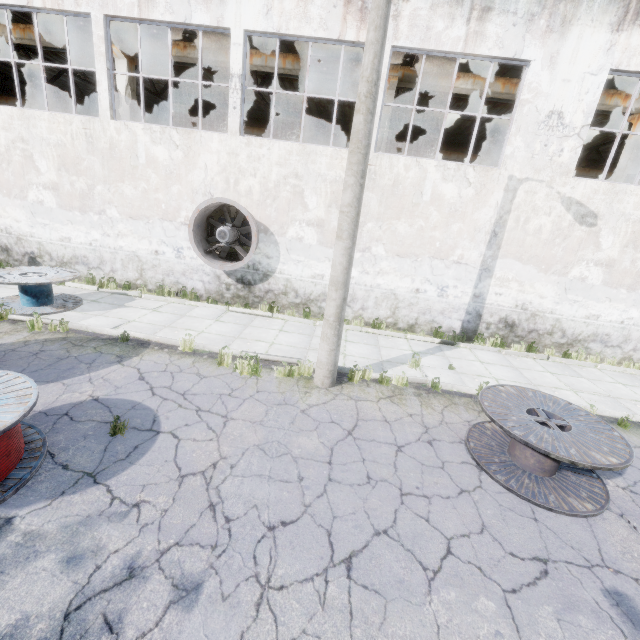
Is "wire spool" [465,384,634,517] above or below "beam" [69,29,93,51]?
below

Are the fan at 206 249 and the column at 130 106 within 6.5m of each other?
yes

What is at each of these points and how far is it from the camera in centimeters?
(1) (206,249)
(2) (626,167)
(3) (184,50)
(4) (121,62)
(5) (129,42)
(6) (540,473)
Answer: (1) fan, 1080cm
(2) column, 1144cm
(3) beam, 1165cm
(4) column, 1197cm
(5) beam, 1174cm
(6) wire spool, 511cm

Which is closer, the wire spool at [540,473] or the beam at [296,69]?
the wire spool at [540,473]

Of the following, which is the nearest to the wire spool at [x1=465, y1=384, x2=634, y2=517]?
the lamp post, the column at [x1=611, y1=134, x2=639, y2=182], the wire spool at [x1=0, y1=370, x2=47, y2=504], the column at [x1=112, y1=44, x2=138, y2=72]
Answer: the lamp post

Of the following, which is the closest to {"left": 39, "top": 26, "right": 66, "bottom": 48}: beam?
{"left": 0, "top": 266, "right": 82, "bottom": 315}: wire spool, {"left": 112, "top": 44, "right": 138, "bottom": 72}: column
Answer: {"left": 112, "top": 44, "right": 138, "bottom": 72}: column

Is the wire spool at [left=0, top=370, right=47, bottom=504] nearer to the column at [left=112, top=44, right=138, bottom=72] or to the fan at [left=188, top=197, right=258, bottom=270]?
the fan at [left=188, top=197, right=258, bottom=270]

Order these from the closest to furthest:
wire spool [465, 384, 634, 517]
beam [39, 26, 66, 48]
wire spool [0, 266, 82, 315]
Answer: wire spool [465, 384, 634, 517], wire spool [0, 266, 82, 315], beam [39, 26, 66, 48]
